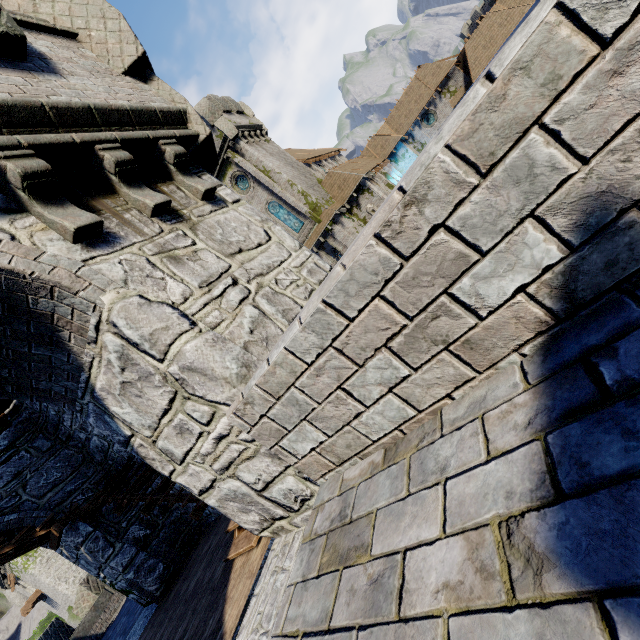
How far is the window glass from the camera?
29.44m

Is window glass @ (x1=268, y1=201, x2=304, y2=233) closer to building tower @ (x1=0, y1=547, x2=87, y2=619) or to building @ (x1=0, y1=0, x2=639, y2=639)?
building @ (x1=0, y1=0, x2=639, y2=639)

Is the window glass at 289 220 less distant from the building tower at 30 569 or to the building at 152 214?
the building at 152 214

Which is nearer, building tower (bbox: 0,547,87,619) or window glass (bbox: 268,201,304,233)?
window glass (bbox: 268,201,304,233)

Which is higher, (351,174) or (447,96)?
(351,174)

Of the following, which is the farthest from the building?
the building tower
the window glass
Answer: the building tower
